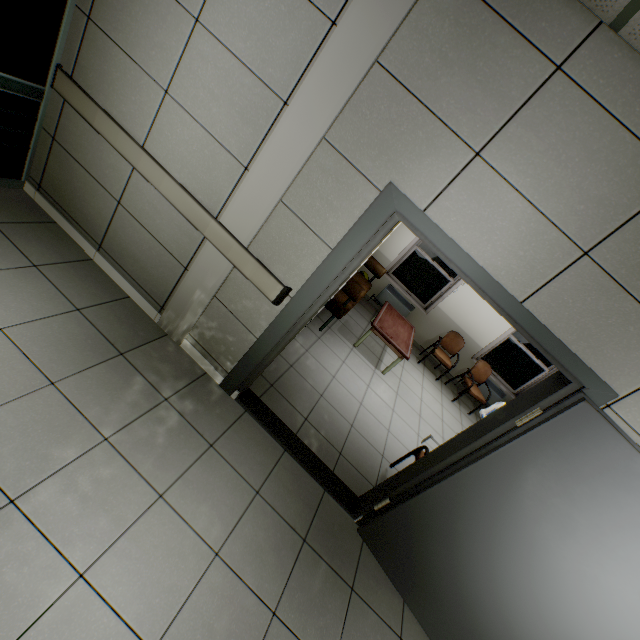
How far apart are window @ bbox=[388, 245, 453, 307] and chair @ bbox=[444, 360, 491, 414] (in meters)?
1.56

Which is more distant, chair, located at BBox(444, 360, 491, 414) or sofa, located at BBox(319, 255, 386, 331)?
chair, located at BBox(444, 360, 491, 414)

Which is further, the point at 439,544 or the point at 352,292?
the point at 352,292

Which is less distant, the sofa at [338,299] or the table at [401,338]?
the sofa at [338,299]

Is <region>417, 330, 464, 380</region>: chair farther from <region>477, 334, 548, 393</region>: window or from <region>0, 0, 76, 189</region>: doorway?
<region>0, 0, 76, 189</region>: doorway

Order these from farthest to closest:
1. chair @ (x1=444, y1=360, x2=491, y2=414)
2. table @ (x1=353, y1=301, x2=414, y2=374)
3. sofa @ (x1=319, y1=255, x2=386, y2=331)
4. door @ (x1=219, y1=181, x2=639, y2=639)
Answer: chair @ (x1=444, y1=360, x2=491, y2=414) → table @ (x1=353, y1=301, x2=414, y2=374) → sofa @ (x1=319, y1=255, x2=386, y2=331) → door @ (x1=219, y1=181, x2=639, y2=639)

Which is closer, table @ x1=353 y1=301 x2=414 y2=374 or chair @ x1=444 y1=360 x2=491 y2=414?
table @ x1=353 y1=301 x2=414 y2=374

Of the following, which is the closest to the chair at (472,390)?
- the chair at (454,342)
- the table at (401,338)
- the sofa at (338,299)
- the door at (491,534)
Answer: the chair at (454,342)
